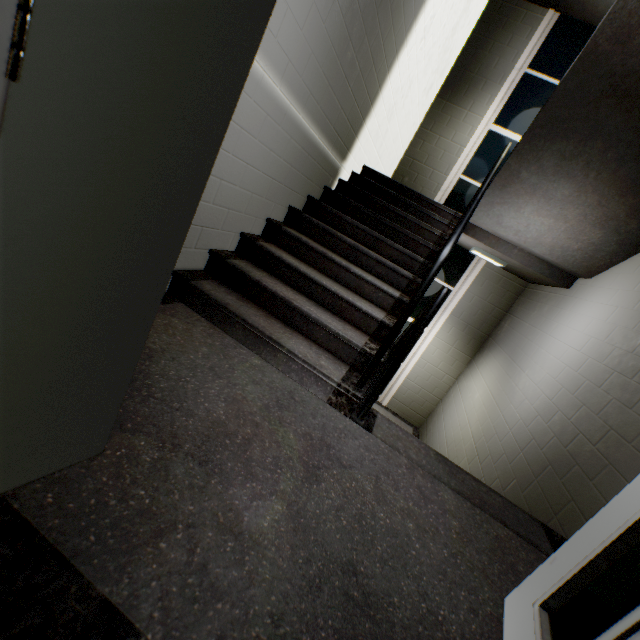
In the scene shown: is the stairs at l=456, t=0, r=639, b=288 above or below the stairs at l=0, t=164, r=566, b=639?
above

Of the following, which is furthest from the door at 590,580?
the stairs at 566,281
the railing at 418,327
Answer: the railing at 418,327

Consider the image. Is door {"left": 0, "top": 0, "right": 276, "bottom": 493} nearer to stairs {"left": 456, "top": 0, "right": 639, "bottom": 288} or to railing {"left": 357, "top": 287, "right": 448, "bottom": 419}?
stairs {"left": 456, "top": 0, "right": 639, "bottom": 288}

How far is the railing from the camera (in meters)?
1.78

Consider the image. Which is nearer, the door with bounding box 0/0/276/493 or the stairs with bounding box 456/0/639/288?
the door with bounding box 0/0/276/493

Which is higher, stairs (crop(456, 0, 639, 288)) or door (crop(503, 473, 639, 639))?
stairs (crop(456, 0, 639, 288))

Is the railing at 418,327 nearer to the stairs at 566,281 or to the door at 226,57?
the stairs at 566,281

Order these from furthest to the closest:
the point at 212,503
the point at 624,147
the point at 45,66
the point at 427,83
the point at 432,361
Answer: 1. the point at 432,361
2. the point at 427,83
3. the point at 624,147
4. the point at 212,503
5. the point at 45,66
